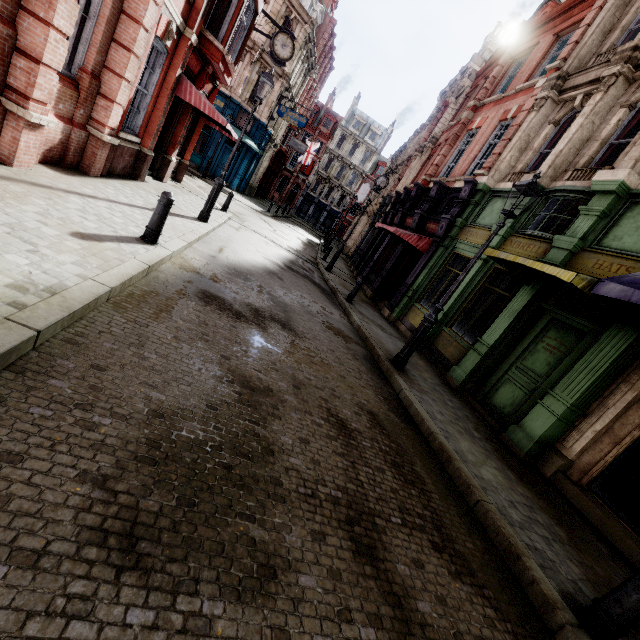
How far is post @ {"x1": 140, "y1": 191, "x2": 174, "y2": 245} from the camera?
5.52m

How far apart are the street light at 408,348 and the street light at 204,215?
7.1m

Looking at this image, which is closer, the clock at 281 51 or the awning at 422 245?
the awning at 422 245

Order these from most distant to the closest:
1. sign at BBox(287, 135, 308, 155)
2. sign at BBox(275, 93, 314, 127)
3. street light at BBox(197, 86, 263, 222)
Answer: sign at BBox(287, 135, 308, 155)
sign at BBox(275, 93, 314, 127)
street light at BBox(197, 86, 263, 222)

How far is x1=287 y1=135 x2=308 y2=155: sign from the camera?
33.62m

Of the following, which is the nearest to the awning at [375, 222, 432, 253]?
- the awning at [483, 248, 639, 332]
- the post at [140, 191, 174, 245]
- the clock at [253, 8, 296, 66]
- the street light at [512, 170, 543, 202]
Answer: the awning at [483, 248, 639, 332]

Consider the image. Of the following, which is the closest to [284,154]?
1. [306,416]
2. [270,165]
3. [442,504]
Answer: [270,165]

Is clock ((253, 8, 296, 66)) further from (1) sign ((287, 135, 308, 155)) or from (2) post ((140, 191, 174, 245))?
(2) post ((140, 191, 174, 245))
